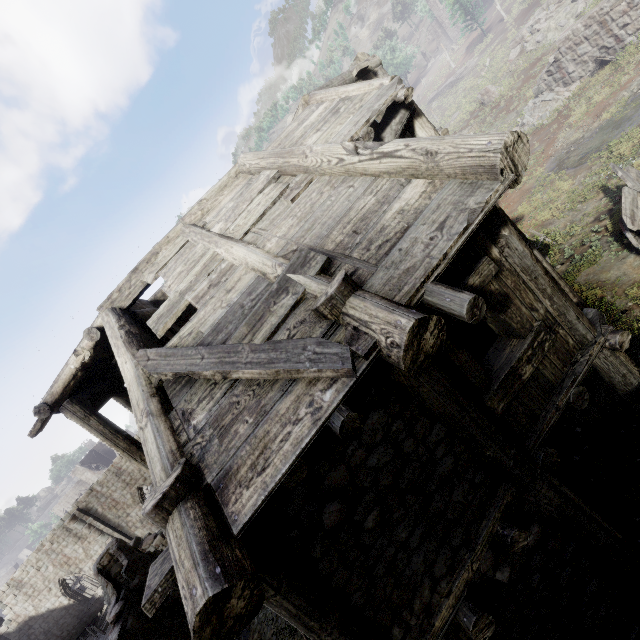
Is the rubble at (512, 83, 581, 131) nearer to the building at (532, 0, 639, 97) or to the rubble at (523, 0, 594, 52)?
the rubble at (523, 0, 594, 52)

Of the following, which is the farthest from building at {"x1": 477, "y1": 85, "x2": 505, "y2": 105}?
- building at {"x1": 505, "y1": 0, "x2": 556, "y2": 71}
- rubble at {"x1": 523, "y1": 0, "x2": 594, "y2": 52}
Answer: rubble at {"x1": 523, "y1": 0, "x2": 594, "y2": 52}

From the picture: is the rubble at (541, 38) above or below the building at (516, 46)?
below

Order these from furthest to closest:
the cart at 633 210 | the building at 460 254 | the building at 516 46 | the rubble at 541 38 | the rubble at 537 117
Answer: the building at 516 46, the rubble at 541 38, the rubble at 537 117, the cart at 633 210, the building at 460 254

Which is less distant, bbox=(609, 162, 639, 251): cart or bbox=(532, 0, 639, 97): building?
bbox=(609, 162, 639, 251): cart

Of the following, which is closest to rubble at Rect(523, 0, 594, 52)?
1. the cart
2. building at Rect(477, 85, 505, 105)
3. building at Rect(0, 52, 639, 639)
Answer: building at Rect(477, 85, 505, 105)

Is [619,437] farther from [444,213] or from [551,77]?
[551,77]

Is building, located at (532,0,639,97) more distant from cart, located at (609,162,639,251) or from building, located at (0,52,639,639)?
cart, located at (609,162,639,251)
